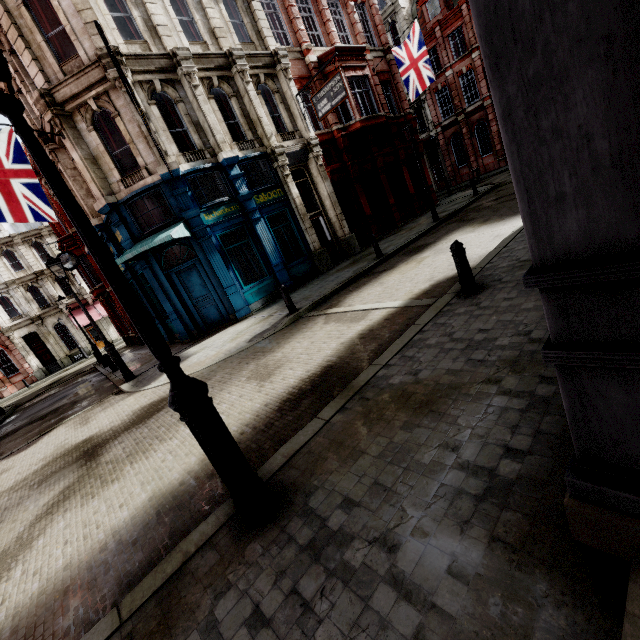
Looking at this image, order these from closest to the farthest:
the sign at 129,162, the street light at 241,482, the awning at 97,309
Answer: the street light at 241,482 < the sign at 129,162 < the awning at 97,309

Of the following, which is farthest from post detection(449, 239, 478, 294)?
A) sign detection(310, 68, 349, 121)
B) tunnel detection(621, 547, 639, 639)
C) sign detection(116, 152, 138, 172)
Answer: sign detection(116, 152, 138, 172)

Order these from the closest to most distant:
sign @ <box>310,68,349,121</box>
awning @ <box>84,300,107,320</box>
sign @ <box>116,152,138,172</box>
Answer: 1. sign @ <box>116,152,138,172</box>
2. sign @ <box>310,68,349,121</box>
3. awning @ <box>84,300,107,320</box>

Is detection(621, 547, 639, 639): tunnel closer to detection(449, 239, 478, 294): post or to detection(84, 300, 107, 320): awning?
detection(449, 239, 478, 294): post

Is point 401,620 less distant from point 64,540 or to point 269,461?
point 269,461

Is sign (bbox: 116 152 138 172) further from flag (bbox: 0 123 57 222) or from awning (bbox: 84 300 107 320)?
awning (bbox: 84 300 107 320)

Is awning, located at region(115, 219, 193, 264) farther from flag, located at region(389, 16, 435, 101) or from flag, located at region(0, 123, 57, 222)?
flag, located at region(389, 16, 435, 101)

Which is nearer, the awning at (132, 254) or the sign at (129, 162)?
the awning at (132, 254)
